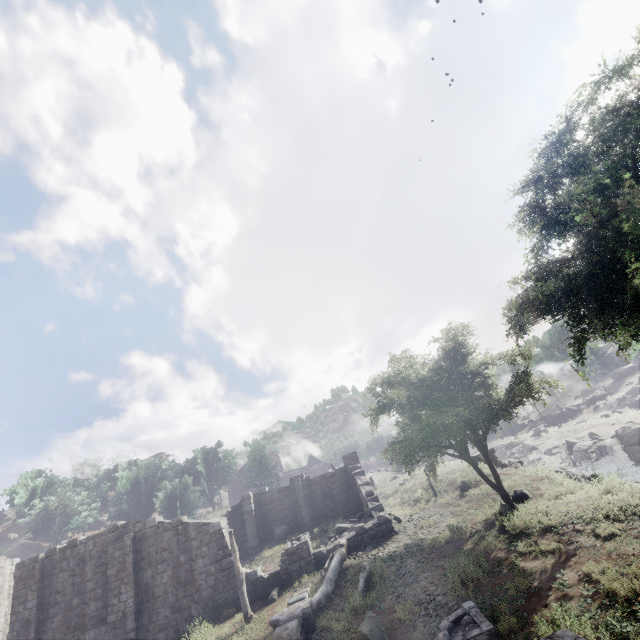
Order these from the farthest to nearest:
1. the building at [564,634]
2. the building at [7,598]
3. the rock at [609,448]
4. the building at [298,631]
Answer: the rock at [609,448] → the building at [7,598] → the building at [298,631] → the building at [564,634]

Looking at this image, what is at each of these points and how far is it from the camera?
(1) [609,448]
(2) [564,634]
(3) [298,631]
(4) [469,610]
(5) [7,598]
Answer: (1) rock, 40.3 meters
(2) building, 4.8 meters
(3) building, 10.6 meters
(4) building, 8.8 meters
(5) building, 21.9 meters

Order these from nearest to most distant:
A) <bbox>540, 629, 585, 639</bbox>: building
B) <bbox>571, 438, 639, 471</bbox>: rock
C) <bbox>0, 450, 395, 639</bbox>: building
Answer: <bbox>540, 629, 585, 639</bbox>: building, <bbox>0, 450, 395, 639</bbox>: building, <bbox>571, 438, 639, 471</bbox>: rock

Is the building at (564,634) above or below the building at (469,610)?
above

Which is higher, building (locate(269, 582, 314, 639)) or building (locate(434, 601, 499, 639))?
building (locate(269, 582, 314, 639))

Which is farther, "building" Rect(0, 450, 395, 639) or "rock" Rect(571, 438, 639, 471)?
"rock" Rect(571, 438, 639, 471)

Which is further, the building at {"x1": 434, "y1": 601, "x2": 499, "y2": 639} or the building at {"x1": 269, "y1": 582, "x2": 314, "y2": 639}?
the building at {"x1": 269, "y1": 582, "x2": 314, "y2": 639}

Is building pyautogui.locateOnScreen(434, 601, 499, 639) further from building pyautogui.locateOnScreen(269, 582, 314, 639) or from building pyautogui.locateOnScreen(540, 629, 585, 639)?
building pyautogui.locateOnScreen(269, 582, 314, 639)
